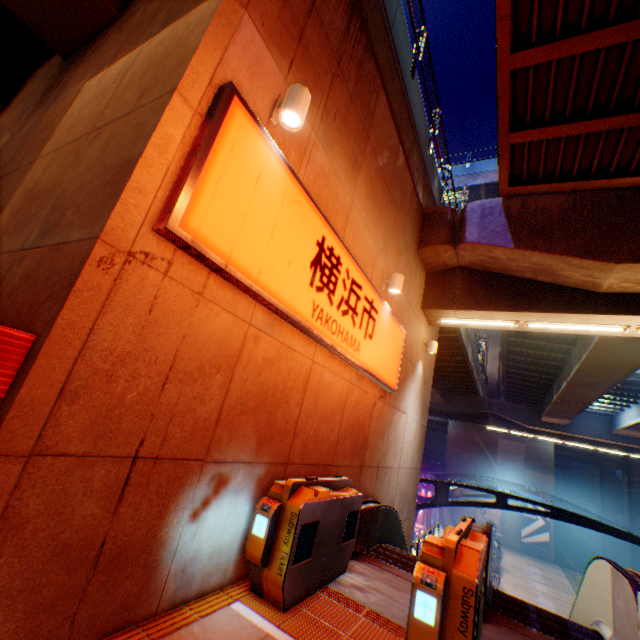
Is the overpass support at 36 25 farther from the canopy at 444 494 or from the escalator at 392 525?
the canopy at 444 494

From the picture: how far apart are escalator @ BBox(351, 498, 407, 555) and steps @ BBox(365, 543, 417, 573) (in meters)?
0.01

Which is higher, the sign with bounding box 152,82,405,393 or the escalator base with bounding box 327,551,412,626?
the sign with bounding box 152,82,405,393

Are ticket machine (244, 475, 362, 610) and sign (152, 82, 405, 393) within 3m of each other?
yes

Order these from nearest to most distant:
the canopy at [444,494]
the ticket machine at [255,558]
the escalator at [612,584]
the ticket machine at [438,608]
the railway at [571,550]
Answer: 1. the ticket machine at [438,608]
2. the ticket machine at [255,558]
3. the escalator at [612,584]
4. the canopy at [444,494]
5. the railway at [571,550]

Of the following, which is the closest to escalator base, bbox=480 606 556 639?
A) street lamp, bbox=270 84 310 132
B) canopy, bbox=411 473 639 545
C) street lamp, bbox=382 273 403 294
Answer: street lamp, bbox=382 273 403 294

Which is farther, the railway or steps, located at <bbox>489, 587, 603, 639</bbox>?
the railway

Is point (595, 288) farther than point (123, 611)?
Yes
